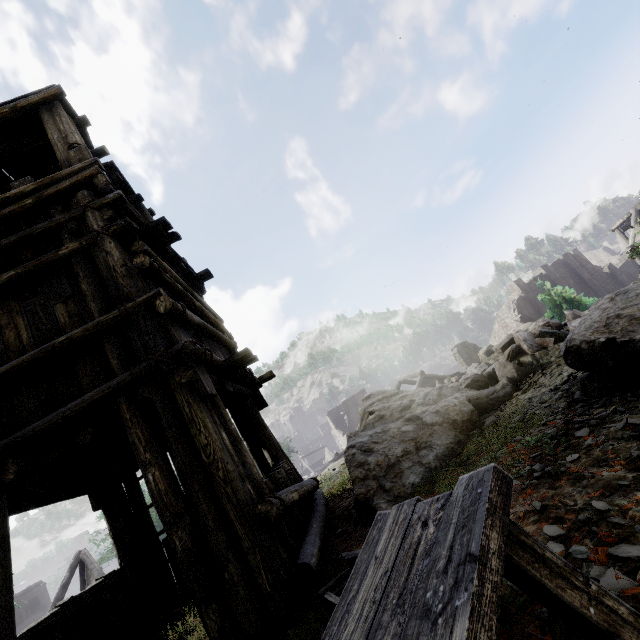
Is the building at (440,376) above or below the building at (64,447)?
below

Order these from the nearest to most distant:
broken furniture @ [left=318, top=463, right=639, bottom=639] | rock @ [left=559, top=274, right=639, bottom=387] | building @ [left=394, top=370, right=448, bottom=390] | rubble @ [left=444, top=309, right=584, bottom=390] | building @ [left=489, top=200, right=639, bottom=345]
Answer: broken furniture @ [left=318, top=463, right=639, bottom=639] → rock @ [left=559, top=274, right=639, bottom=387] → rubble @ [left=444, top=309, right=584, bottom=390] → building @ [left=394, top=370, right=448, bottom=390] → building @ [left=489, top=200, right=639, bottom=345]

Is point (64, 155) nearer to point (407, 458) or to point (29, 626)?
point (29, 626)

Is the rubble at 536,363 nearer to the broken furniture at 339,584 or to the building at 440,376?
the building at 440,376

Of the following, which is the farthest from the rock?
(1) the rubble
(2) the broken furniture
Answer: (2) the broken furniture

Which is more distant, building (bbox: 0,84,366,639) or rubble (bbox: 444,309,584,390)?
rubble (bbox: 444,309,584,390)

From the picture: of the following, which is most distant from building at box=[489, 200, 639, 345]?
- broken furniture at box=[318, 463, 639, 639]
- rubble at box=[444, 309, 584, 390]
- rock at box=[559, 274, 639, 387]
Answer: rubble at box=[444, 309, 584, 390]

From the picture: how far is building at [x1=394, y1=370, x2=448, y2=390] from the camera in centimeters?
2412cm
